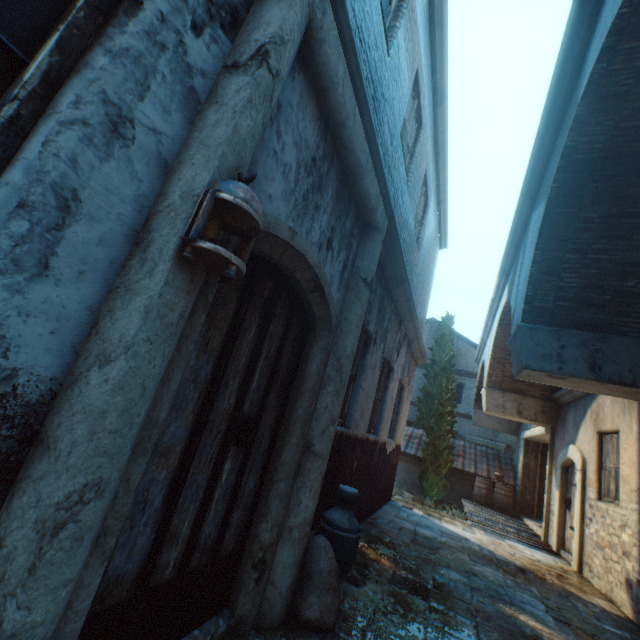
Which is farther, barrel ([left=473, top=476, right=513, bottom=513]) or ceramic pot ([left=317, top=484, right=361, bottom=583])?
barrel ([left=473, top=476, right=513, bottom=513])

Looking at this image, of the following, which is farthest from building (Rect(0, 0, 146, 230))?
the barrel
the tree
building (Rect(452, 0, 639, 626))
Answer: the barrel

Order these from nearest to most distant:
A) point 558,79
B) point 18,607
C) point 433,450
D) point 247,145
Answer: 1. point 18,607
2. point 247,145
3. point 558,79
4. point 433,450

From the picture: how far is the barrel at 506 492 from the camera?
12.4m

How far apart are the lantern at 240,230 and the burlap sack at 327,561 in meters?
2.5

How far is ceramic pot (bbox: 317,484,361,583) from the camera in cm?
297

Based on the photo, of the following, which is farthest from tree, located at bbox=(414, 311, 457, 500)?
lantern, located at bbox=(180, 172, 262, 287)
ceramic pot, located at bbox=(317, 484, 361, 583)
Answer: lantern, located at bbox=(180, 172, 262, 287)

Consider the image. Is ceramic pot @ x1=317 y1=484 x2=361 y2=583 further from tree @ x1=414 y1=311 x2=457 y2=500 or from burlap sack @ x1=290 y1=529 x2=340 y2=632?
tree @ x1=414 y1=311 x2=457 y2=500
